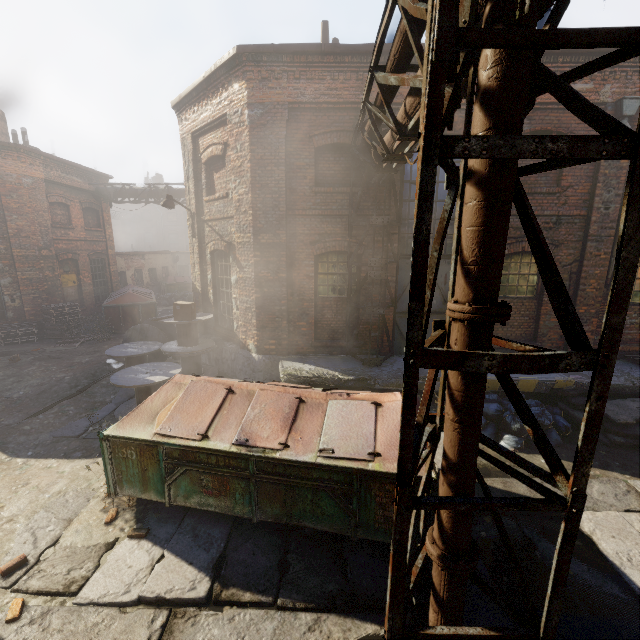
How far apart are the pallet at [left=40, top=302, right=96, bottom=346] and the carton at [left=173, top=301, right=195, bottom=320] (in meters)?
8.45

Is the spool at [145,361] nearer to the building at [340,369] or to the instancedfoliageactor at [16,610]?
the building at [340,369]

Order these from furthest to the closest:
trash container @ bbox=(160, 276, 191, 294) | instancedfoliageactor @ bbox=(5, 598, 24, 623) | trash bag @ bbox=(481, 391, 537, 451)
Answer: trash container @ bbox=(160, 276, 191, 294)
trash bag @ bbox=(481, 391, 537, 451)
instancedfoliageactor @ bbox=(5, 598, 24, 623)

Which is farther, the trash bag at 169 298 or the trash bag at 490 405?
the trash bag at 169 298

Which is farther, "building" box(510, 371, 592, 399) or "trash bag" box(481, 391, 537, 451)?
"building" box(510, 371, 592, 399)

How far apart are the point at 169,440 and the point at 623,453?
8.4 meters

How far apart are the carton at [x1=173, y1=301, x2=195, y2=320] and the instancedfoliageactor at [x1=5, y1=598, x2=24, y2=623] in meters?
6.4 m

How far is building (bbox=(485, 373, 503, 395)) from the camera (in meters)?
7.70
